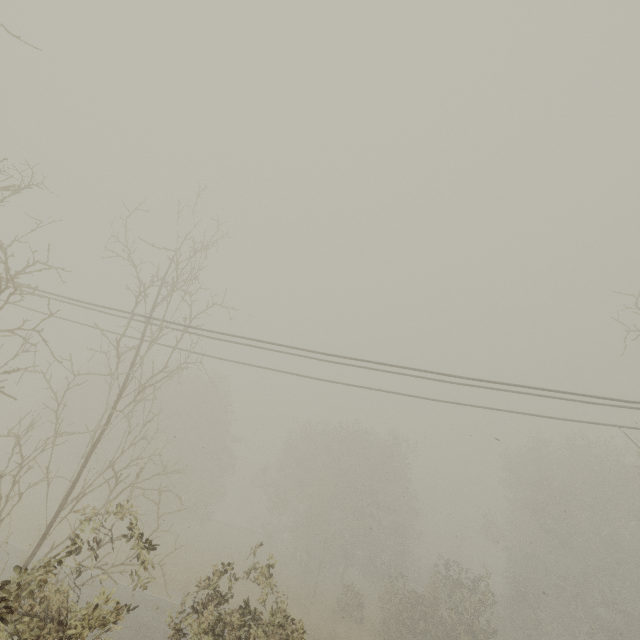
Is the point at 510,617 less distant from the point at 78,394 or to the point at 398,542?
the point at 398,542
